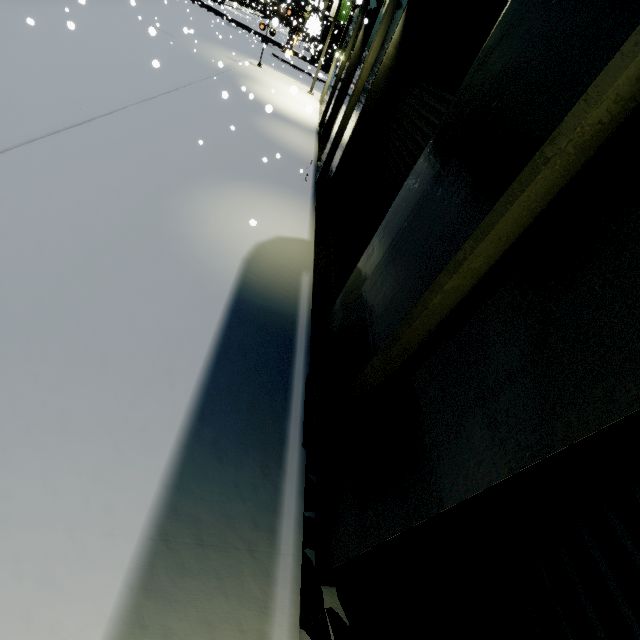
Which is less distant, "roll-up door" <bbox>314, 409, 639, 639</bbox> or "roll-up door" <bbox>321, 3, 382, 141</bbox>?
"roll-up door" <bbox>314, 409, 639, 639</bbox>

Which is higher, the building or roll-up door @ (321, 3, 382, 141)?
roll-up door @ (321, 3, 382, 141)

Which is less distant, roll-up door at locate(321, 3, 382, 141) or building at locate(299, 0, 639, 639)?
building at locate(299, 0, 639, 639)

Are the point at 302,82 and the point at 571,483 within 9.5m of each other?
no

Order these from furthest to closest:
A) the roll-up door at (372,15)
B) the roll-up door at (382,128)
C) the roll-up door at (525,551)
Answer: the roll-up door at (372,15) → the roll-up door at (382,128) → the roll-up door at (525,551)

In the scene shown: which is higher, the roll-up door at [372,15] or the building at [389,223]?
the roll-up door at [372,15]

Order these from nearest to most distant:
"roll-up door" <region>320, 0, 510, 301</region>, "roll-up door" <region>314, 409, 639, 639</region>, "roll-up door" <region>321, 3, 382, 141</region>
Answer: "roll-up door" <region>314, 409, 639, 639</region> < "roll-up door" <region>320, 0, 510, 301</region> < "roll-up door" <region>321, 3, 382, 141</region>
